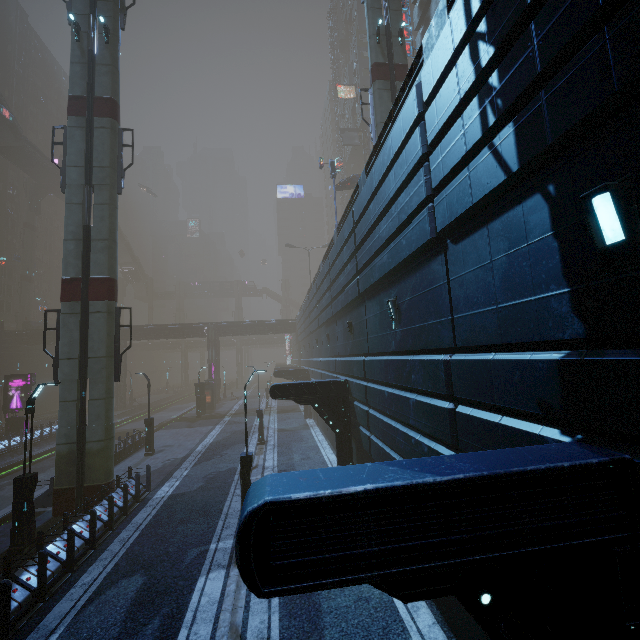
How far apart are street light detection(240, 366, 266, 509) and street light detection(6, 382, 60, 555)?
6.68m

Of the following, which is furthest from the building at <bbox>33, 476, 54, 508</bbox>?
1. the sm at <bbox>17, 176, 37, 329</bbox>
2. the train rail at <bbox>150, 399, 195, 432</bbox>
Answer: the sm at <bbox>17, 176, 37, 329</bbox>

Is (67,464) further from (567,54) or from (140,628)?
(567,54)

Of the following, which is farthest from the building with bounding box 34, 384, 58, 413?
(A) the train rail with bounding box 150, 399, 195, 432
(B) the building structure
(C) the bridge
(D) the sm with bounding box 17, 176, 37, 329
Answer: (C) the bridge

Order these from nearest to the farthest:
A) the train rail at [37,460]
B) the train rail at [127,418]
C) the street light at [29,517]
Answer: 1. the street light at [29,517]
2. the train rail at [37,460]
3. the train rail at [127,418]

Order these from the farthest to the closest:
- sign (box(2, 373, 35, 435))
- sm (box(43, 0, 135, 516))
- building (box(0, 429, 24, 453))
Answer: sign (box(2, 373, 35, 435)), building (box(0, 429, 24, 453)), sm (box(43, 0, 135, 516))

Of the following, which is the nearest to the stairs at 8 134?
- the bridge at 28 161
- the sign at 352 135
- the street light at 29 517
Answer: the bridge at 28 161

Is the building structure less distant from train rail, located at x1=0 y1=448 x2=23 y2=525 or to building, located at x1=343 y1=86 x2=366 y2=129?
building, located at x1=343 y1=86 x2=366 y2=129
